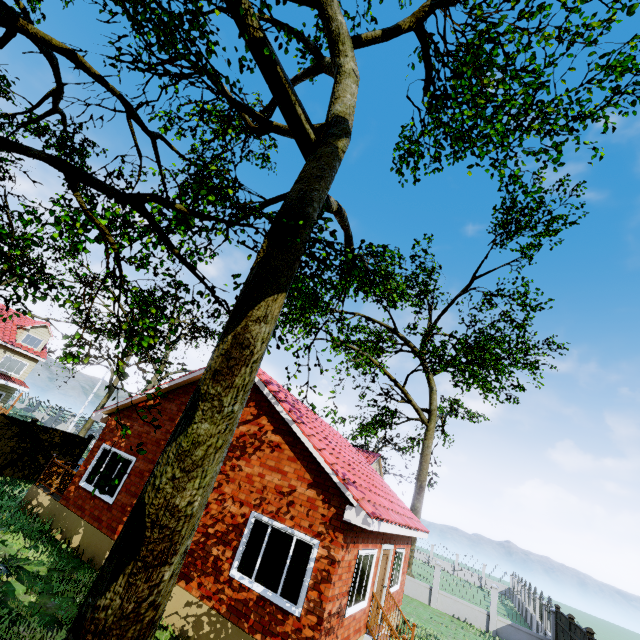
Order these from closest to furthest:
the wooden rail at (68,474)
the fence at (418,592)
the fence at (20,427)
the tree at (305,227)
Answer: the tree at (305,227) → the wooden rail at (68,474) → the fence at (20,427) → the fence at (418,592)

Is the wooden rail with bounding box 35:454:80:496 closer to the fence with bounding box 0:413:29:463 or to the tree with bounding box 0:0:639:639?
the fence with bounding box 0:413:29:463

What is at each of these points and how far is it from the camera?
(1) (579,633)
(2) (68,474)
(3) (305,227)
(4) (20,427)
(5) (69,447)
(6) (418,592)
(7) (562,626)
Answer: (1) fence, 13.3m
(2) wooden rail, 11.7m
(3) tree, 5.3m
(4) fence, 14.9m
(5) fence, 16.7m
(6) fence, 19.9m
(7) fence, 15.8m

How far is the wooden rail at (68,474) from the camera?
11.4m

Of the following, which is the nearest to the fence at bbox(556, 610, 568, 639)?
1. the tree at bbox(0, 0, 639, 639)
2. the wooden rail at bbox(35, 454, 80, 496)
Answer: the tree at bbox(0, 0, 639, 639)

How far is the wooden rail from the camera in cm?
1144
